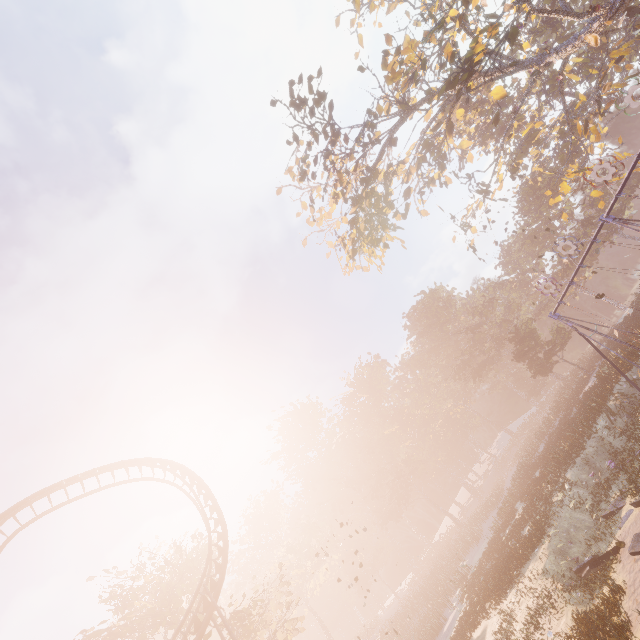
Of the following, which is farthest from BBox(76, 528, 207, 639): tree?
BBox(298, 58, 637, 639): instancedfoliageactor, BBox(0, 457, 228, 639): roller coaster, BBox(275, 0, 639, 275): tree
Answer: BBox(275, 0, 639, 275): tree

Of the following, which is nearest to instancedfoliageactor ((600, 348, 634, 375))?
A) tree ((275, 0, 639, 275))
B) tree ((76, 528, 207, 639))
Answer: tree ((76, 528, 207, 639))

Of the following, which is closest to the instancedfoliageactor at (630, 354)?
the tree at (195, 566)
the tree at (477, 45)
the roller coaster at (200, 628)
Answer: the tree at (195, 566)

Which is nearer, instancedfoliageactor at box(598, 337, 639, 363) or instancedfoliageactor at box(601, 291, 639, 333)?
instancedfoliageactor at box(598, 337, 639, 363)

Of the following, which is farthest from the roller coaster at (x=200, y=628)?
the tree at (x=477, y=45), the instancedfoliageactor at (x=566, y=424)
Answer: the tree at (x=477, y=45)

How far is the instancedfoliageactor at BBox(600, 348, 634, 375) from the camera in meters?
20.9

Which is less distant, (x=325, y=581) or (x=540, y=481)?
(x=540, y=481)
